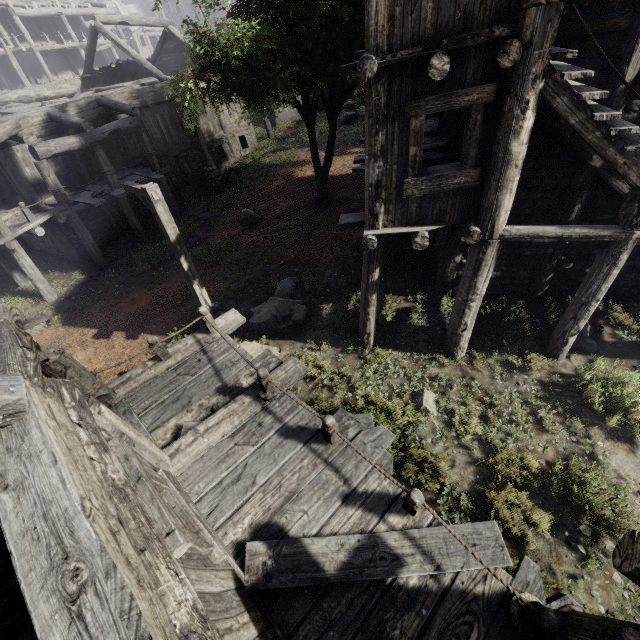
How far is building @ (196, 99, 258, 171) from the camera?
20.09m

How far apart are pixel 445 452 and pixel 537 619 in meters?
3.4 m

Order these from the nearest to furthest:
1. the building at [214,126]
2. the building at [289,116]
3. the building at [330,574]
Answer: the building at [330,574]
the building at [214,126]
the building at [289,116]

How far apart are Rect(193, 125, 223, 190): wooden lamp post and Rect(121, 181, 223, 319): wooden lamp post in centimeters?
1090cm

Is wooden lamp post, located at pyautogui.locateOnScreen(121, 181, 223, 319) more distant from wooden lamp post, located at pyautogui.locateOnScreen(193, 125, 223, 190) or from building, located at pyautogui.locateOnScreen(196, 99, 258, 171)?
wooden lamp post, located at pyautogui.locateOnScreen(193, 125, 223, 190)

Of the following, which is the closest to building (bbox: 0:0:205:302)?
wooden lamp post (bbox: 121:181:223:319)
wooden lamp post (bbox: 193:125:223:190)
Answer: wooden lamp post (bbox: 193:125:223:190)

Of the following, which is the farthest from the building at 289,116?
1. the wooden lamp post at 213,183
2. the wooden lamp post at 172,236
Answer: the wooden lamp post at 172,236
